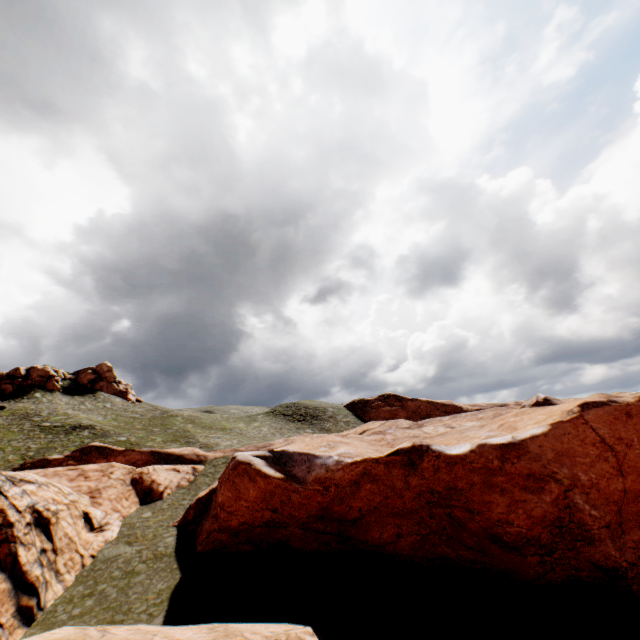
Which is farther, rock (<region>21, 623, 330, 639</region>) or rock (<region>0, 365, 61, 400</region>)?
rock (<region>0, 365, 61, 400</region>)

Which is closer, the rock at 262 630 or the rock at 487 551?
the rock at 262 630

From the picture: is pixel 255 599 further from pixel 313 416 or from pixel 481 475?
pixel 313 416

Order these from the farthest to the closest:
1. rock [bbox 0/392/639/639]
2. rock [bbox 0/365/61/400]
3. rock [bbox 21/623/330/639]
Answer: rock [bbox 0/365/61/400] < rock [bbox 0/392/639/639] < rock [bbox 21/623/330/639]

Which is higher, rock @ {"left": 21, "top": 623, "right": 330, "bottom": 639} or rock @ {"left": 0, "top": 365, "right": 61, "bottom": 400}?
rock @ {"left": 0, "top": 365, "right": 61, "bottom": 400}

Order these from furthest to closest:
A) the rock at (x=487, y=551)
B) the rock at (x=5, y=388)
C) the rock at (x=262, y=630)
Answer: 1. the rock at (x=5, y=388)
2. the rock at (x=487, y=551)
3. the rock at (x=262, y=630)

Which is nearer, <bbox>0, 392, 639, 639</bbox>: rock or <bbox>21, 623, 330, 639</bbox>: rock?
<bbox>21, 623, 330, 639</bbox>: rock
